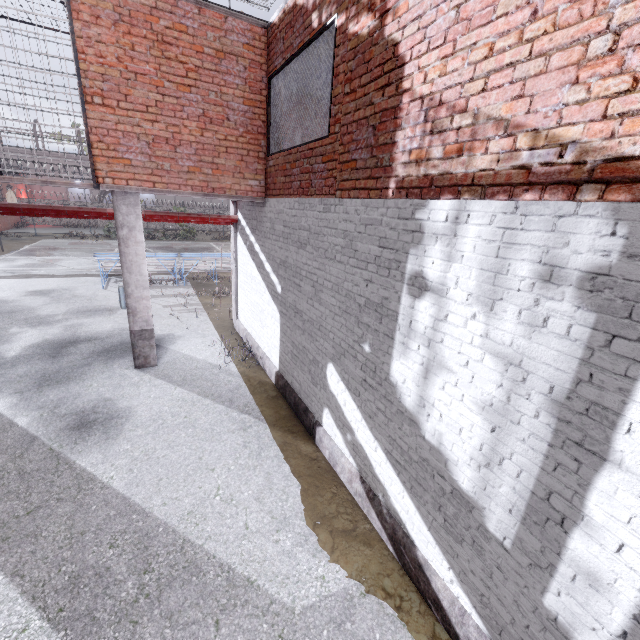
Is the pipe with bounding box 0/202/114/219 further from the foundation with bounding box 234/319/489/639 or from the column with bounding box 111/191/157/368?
the foundation with bounding box 234/319/489/639

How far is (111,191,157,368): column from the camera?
6.6m

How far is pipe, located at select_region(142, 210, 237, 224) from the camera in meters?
8.3

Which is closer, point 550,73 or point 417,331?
point 550,73

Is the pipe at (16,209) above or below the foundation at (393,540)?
above

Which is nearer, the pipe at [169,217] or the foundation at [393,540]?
the foundation at [393,540]

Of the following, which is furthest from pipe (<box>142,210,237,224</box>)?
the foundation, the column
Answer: the foundation
